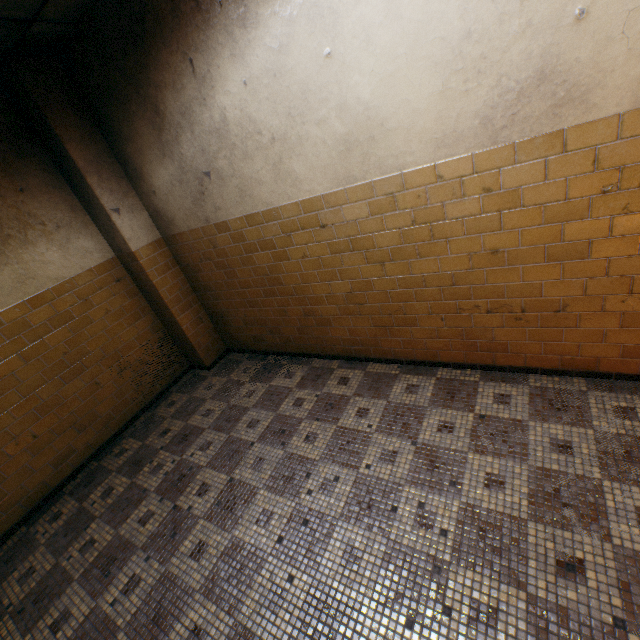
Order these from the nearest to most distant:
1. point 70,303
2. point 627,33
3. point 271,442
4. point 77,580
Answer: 1. point 627,33
2. point 77,580
3. point 271,442
4. point 70,303
